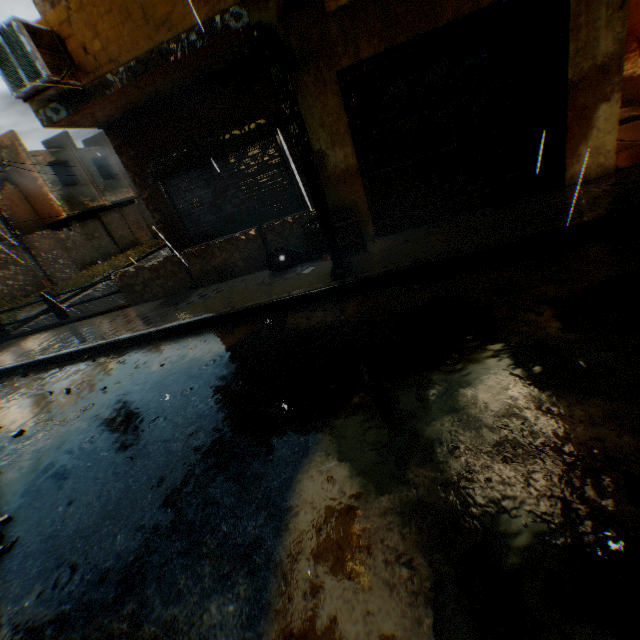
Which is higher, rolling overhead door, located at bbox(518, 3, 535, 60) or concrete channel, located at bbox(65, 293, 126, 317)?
rolling overhead door, located at bbox(518, 3, 535, 60)

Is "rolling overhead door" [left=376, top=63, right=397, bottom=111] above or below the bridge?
above

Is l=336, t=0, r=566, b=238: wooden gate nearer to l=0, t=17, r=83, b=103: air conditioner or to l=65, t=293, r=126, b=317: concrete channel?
l=0, t=17, r=83, b=103: air conditioner

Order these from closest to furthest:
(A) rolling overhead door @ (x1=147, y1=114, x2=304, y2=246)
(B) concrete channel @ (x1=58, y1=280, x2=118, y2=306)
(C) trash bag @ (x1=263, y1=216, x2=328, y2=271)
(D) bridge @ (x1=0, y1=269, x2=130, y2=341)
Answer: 1. (C) trash bag @ (x1=263, y1=216, x2=328, y2=271)
2. (A) rolling overhead door @ (x1=147, y1=114, x2=304, y2=246)
3. (D) bridge @ (x1=0, y1=269, x2=130, y2=341)
4. (B) concrete channel @ (x1=58, y1=280, x2=118, y2=306)

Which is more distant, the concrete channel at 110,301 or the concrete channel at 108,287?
the concrete channel at 108,287

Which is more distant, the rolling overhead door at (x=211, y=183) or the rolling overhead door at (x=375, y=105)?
the rolling overhead door at (x=211, y=183)

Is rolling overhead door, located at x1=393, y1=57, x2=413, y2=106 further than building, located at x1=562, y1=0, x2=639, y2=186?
Yes

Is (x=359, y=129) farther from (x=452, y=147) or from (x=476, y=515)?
(x=476, y=515)
